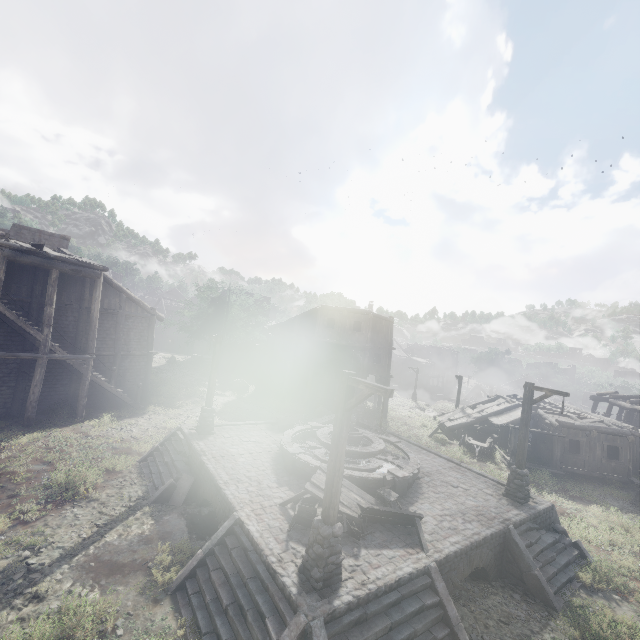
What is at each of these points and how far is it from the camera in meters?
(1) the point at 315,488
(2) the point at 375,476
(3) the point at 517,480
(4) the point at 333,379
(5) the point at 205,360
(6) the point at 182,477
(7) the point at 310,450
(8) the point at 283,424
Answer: (1) broken furniture, 10.1
(2) fountain, 11.6
(3) wooden lamp post, 13.1
(4) building, 30.1
(5) building, 42.7
(6) stairs, 12.5
(7) fountain, 13.9
(8) broken furniture, 17.7

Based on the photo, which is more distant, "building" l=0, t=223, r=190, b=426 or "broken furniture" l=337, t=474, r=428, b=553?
"building" l=0, t=223, r=190, b=426

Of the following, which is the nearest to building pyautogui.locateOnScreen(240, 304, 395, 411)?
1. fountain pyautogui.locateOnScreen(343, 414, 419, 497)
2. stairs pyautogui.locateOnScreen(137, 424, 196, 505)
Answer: stairs pyautogui.locateOnScreen(137, 424, 196, 505)

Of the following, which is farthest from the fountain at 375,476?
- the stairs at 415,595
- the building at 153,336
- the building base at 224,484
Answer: the building at 153,336

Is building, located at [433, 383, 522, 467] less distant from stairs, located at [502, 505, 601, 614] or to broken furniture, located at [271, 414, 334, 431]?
stairs, located at [502, 505, 601, 614]

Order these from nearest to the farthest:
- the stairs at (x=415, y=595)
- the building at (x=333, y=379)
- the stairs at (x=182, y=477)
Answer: the stairs at (x=415, y=595) → the stairs at (x=182, y=477) → the building at (x=333, y=379)

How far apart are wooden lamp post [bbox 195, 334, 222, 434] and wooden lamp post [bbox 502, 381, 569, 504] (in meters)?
13.06

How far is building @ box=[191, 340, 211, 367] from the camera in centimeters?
4238cm
